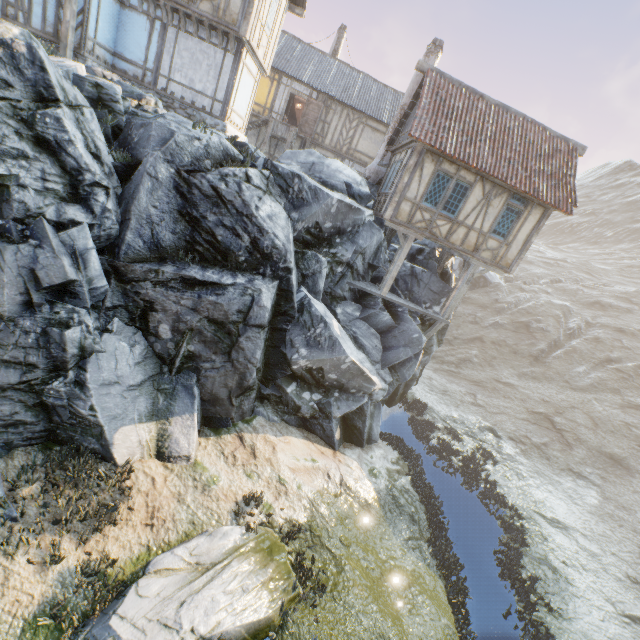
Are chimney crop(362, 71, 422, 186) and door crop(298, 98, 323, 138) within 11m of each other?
yes

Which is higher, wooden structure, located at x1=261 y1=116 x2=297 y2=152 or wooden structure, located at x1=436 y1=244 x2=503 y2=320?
wooden structure, located at x1=261 y1=116 x2=297 y2=152

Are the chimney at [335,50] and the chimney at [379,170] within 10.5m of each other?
no

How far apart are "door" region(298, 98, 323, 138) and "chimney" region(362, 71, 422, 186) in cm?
724

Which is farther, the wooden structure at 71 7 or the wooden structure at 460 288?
the wooden structure at 460 288

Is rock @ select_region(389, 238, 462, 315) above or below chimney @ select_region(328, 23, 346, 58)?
below

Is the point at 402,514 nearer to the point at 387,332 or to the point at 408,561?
the point at 408,561

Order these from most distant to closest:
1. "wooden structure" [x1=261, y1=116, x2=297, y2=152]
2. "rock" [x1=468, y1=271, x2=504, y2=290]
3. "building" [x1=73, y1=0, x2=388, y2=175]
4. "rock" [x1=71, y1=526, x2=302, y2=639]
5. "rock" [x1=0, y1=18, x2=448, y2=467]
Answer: "rock" [x1=468, y1=271, x2=504, y2=290], "wooden structure" [x1=261, y1=116, x2=297, y2=152], "building" [x1=73, y1=0, x2=388, y2=175], "rock" [x1=0, y1=18, x2=448, y2=467], "rock" [x1=71, y1=526, x2=302, y2=639]
